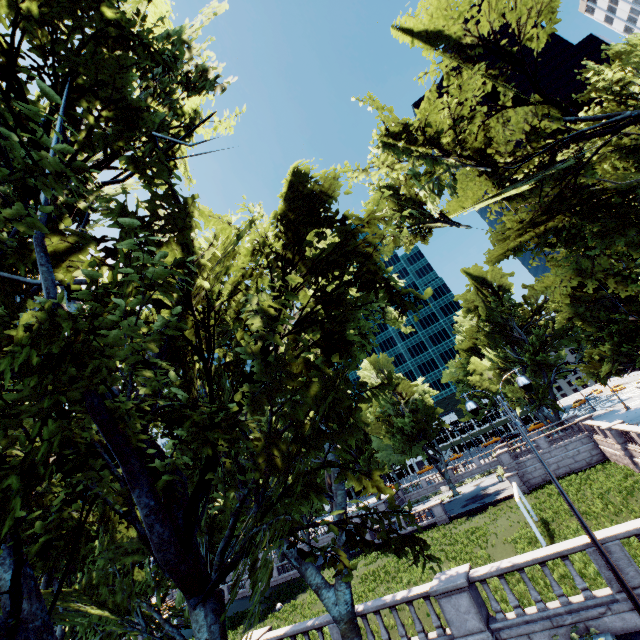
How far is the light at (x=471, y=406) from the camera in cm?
1114

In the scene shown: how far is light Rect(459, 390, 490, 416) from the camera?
11.14m

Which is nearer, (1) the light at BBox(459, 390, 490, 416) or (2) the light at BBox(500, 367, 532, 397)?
(2) the light at BBox(500, 367, 532, 397)

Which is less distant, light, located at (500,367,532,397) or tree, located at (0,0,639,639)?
tree, located at (0,0,639,639)

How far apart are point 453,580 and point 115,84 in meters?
18.0 m

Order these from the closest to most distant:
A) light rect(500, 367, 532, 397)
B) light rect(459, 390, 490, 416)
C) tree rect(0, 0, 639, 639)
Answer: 1. tree rect(0, 0, 639, 639)
2. light rect(500, 367, 532, 397)
3. light rect(459, 390, 490, 416)
